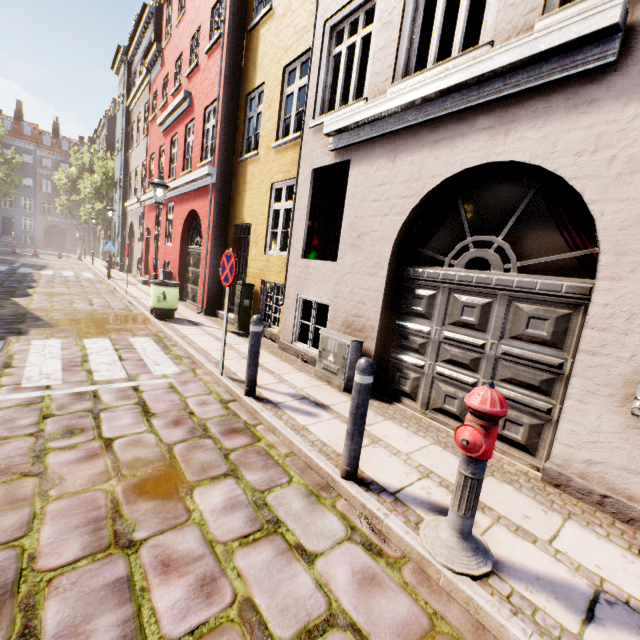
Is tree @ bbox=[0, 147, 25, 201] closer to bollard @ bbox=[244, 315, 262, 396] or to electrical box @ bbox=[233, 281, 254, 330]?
electrical box @ bbox=[233, 281, 254, 330]

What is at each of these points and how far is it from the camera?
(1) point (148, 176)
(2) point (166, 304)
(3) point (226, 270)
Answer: (1) building, 16.6m
(2) trash bin, 8.6m
(3) sign, 4.8m

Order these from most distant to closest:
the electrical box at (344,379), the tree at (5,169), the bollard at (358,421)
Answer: the tree at (5,169), the electrical box at (344,379), the bollard at (358,421)

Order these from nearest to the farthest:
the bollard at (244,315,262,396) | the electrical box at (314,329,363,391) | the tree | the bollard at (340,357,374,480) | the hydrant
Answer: the hydrant → the bollard at (340,357,374,480) → the bollard at (244,315,262,396) → the electrical box at (314,329,363,391) → the tree

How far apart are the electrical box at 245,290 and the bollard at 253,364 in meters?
4.2

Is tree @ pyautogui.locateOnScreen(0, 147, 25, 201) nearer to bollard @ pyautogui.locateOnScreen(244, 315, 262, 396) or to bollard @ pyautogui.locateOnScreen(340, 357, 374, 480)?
Result: bollard @ pyautogui.locateOnScreen(244, 315, 262, 396)

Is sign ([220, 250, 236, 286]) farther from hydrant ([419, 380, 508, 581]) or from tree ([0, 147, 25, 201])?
tree ([0, 147, 25, 201])

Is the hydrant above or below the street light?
below
